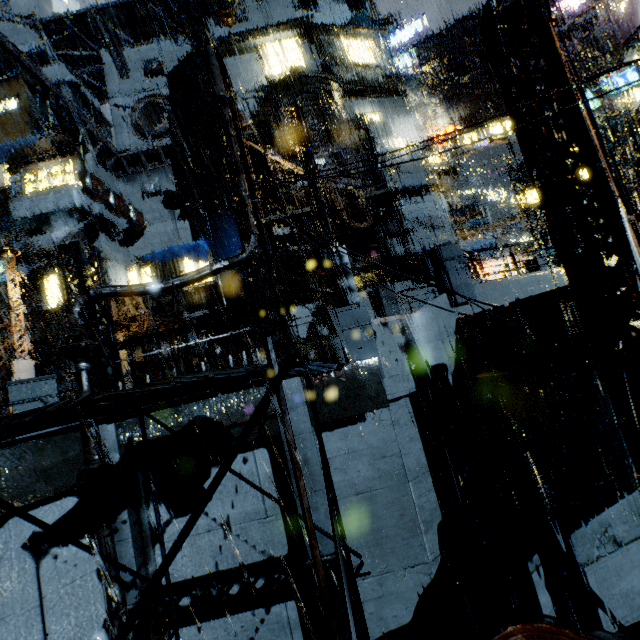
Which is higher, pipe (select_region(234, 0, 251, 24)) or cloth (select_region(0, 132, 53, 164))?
pipe (select_region(234, 0, 251, 24))

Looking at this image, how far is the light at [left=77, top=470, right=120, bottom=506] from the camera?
7.05m

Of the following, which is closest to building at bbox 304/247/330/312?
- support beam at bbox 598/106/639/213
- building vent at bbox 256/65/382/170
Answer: building vent at bbox 256/65/382/170

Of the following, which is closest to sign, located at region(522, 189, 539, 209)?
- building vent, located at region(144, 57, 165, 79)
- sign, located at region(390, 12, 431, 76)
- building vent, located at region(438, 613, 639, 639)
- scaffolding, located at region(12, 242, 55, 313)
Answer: sign, located at region(390, 12, 431, 76)

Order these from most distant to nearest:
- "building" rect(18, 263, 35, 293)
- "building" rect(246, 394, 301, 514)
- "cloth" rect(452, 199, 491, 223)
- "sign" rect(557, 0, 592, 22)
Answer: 1. "building" rect(18, 263, 35, 293)
2. "cloth" rect(452, 199, 491, 223)
3. "sign" rect(557, 0, 592, 22)
4. "building" rect(246, 394, 301, 514)

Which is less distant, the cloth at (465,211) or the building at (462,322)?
the building at (462,322)

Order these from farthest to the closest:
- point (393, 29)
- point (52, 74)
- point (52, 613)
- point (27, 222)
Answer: point (52, 74) < point (27, 222) < point (393, 29) < point (52, 613)

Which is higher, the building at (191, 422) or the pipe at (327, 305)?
the pipe at (327, 305)
